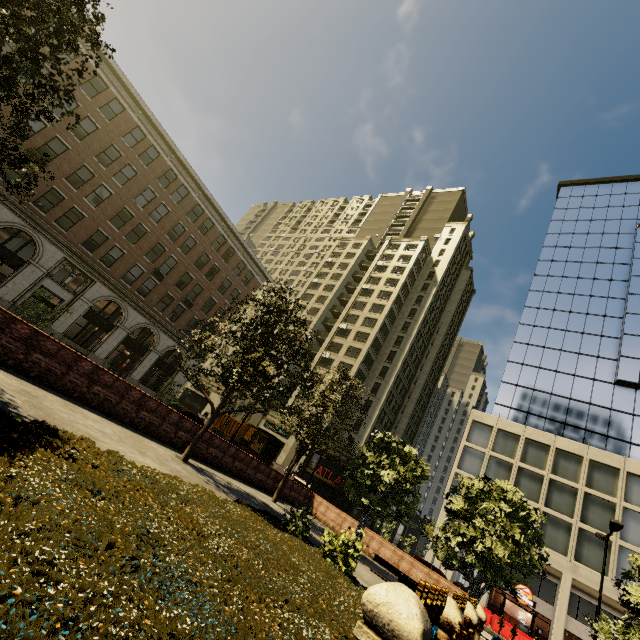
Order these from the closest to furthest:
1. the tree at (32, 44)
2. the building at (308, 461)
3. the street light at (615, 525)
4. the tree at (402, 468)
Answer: the tree at (32, 44) < the tree at (402, 468) < the street light at (615, 525) < the building at (308, 461)

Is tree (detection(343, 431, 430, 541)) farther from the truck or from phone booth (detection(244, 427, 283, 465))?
the truck

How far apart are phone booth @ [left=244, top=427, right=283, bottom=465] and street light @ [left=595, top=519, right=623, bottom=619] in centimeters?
1790cm

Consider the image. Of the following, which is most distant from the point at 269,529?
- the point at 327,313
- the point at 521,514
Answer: the point at 327,313

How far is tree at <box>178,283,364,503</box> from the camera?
12.1m

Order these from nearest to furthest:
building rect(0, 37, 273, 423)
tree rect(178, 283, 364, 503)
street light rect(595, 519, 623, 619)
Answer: tree rect(178, 283, 364, 503)
street light rect(595, 519, 623, 619)
building rect(0, 37, 273, 423)

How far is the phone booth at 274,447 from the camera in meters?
18.1 m
